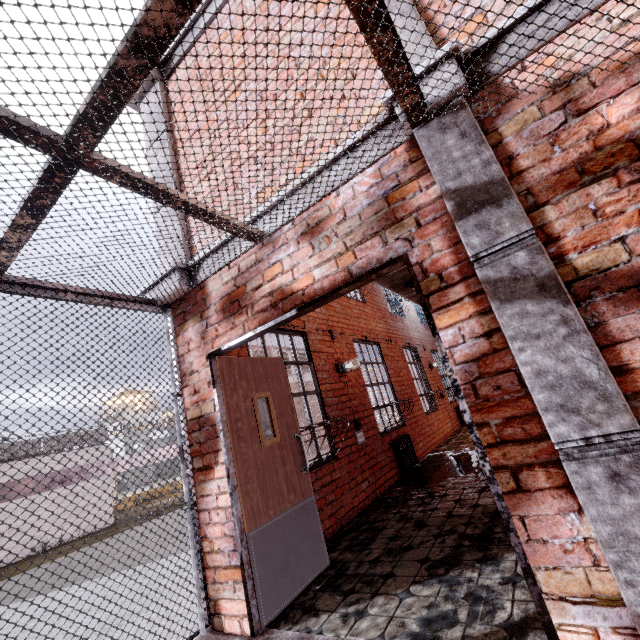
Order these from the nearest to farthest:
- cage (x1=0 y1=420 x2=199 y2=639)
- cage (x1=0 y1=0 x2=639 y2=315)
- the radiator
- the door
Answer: cage (x1=0 y1=0 x2=639 y2=315) → cage (x1=0 y1=420 x2=199 y2=639) → the door → the radiator

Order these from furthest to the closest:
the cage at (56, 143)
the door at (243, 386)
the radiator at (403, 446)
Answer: the radiator at (403, 446) → the door at (243, 386) → the cage at (56, 143)

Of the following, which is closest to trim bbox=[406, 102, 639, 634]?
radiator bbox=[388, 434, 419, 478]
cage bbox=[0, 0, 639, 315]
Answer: cage bbox=[0, 0, 639, 315]

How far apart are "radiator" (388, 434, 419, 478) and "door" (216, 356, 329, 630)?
3.1 meters

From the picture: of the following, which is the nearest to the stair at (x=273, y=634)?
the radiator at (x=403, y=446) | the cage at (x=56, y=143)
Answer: the cage at (x=56, y=143)

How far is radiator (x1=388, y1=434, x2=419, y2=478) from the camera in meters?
6.1

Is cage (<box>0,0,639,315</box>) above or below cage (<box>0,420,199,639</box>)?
above

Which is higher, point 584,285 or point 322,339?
point 322,339
